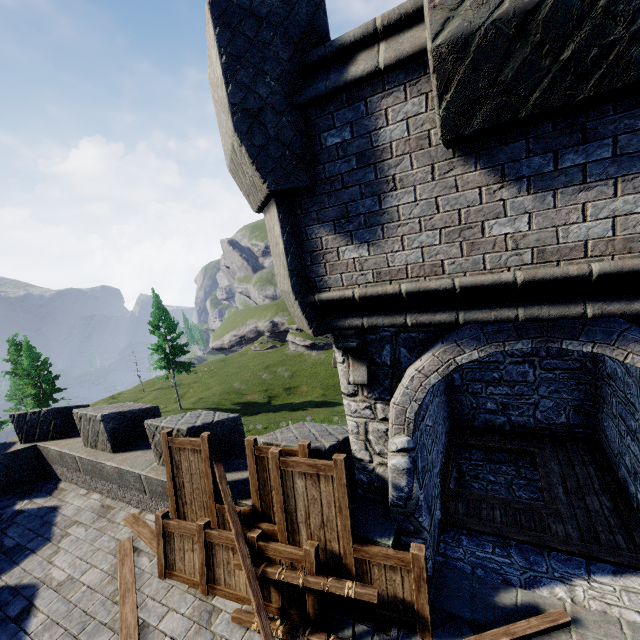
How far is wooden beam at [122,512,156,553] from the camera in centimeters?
620cm

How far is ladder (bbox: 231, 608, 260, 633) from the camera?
4.4m

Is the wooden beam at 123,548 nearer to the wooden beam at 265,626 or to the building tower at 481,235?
the wooden beam at 265,626

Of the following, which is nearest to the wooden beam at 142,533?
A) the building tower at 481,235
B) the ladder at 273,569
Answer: the ladder at 273,569

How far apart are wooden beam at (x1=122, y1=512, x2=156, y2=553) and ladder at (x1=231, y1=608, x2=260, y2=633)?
1.16m

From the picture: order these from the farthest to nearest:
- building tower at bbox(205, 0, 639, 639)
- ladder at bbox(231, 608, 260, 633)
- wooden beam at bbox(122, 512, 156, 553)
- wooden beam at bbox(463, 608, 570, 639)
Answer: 1. wooden beam at bbox(122, 512, 156, 553)
2. ladder at bbox(231, 608, 260, 633)
3. wooden beam at bbox(463, 608, 570, 639)
4. building tower at bbox(205, 0, 639, 639)

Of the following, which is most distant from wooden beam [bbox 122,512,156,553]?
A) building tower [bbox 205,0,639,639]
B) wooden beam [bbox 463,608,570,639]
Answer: building tower [bbox 205,0,639,639]

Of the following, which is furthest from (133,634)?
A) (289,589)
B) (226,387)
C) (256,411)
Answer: (226,387)
